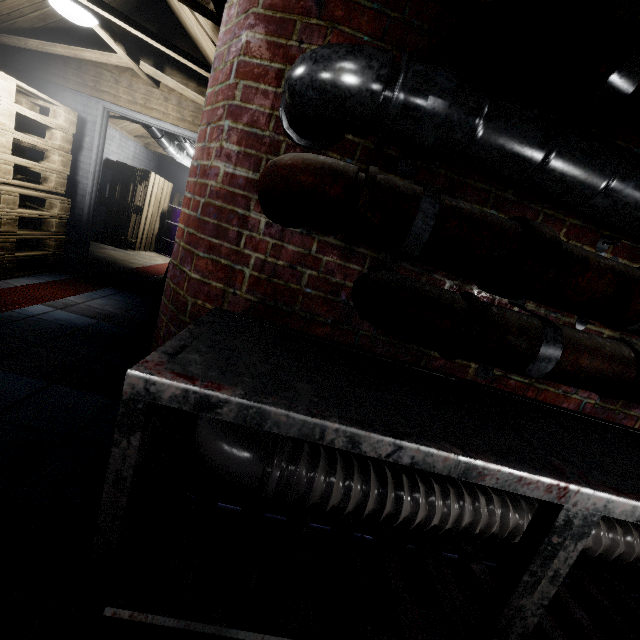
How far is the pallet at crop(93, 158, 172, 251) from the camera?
5.83m

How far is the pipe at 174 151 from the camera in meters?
4.6 m

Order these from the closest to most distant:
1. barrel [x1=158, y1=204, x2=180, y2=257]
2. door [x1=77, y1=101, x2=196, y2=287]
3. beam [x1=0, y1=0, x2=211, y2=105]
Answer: beam [x1=0, y1=0, x2=211, y2=105], door [x1=77, y1=101, x2=196, y2=287], barrel [x1=158, y1=204, x2=180, y2=257]

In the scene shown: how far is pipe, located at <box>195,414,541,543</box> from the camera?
1.0m

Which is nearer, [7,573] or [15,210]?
[7,573]

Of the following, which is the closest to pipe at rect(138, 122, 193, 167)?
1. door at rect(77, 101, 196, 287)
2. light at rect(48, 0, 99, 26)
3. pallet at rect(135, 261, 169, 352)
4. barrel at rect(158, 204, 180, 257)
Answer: door at rect(77, 101, 196, 287)

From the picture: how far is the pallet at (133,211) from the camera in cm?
583

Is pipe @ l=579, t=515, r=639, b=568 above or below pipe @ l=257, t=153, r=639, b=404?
below
